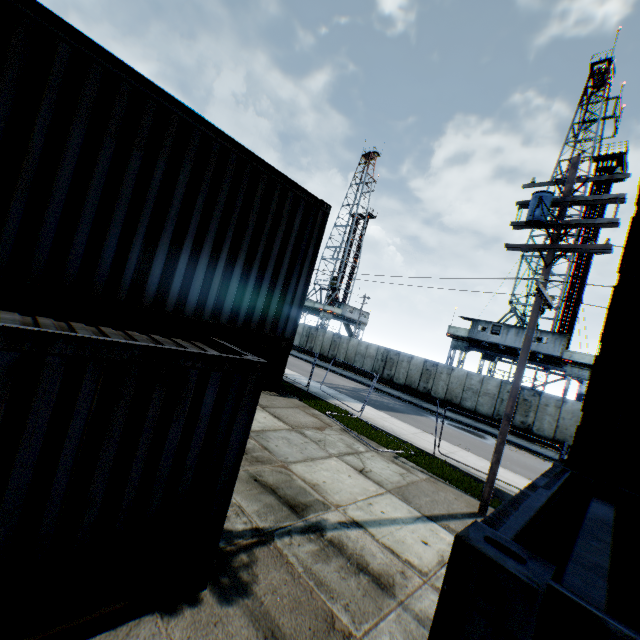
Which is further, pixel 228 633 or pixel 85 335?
pixel 228 633

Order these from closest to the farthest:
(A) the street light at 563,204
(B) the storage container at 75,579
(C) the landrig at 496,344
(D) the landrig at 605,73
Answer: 1. (B) the storage container at 75,579
2. (A) the street light at 563,204
3. (C) the landrig at 496,344
4. (D) the landrig at 605,73

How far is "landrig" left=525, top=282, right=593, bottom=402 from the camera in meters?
24.4

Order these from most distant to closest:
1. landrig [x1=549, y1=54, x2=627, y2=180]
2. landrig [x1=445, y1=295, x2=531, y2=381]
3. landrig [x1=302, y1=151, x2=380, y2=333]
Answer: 1. landrig [x1=302, y1=151, x2=380, y2=333]
2. landrig [x1=549, y1=54, x2=627, y2=180]
3. landrig [x1=445, y1=295, x2=531, y2=381]

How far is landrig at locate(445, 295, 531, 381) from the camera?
26.88m

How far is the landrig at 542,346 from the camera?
24.4 meters

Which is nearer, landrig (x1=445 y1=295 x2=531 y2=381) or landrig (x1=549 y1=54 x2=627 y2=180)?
landrig (x1=445 y1=295 x2=531 y2=381)
